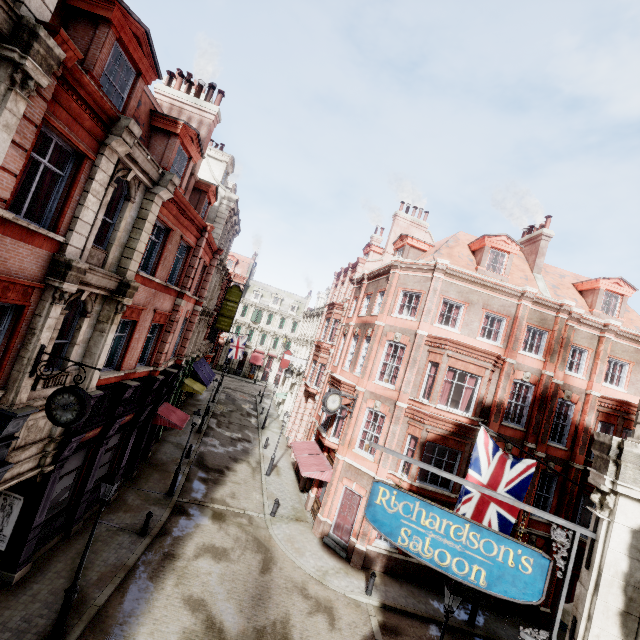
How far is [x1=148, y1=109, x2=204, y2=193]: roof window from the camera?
12.9 meters

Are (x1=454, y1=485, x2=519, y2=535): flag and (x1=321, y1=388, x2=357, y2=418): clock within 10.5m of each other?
yes

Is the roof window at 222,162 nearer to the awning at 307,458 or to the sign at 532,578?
the awning at 307,458

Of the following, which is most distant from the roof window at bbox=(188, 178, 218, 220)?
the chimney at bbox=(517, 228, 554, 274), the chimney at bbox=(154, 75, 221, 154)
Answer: the chimney at bbox=(517, 228, 554, 274)

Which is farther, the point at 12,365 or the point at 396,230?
the point at 396,230

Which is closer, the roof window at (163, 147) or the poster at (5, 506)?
the poster at (5, 506)

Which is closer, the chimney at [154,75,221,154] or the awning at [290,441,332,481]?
the chimney at [154,75,221,154]

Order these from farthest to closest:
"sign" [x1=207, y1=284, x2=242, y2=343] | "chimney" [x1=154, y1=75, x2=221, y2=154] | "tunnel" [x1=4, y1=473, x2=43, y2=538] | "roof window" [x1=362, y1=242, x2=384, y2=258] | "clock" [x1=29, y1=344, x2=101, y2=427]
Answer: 1. "roof window" [x1=362, y1=242, x2=384, y2=258]
2. "sign" [x1=207, y1=284, x2=242, y2=343]
3. "chimney" [x1=154, y1=75, x2=221, y2=154]
4. "tunnel" [x1=4, y1=473, x2=43, y2=538]
5. "clock" [x1=29, y1=344, x2=101, y2=427]
